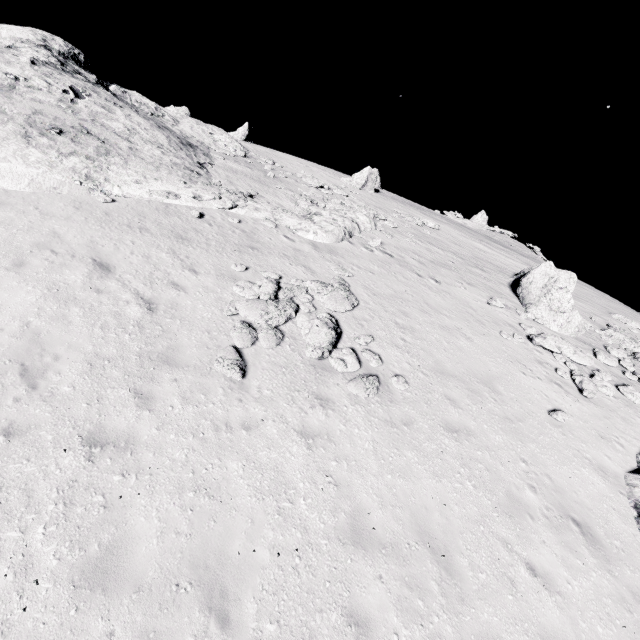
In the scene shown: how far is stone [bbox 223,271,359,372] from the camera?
9.3 meters

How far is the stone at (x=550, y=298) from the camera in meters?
15.7

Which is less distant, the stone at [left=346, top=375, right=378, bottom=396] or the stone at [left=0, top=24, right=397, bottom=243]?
the stone at [left=346, top=375, right=378, bottom=396]

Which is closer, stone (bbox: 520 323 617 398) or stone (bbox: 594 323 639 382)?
stone (bbox: 520 323 617 398)

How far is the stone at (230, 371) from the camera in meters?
8.0

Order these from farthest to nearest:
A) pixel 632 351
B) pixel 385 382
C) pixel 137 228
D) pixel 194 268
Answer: pixel 632 351
pixel 137 228
pixel 194 268
pixel 385 382

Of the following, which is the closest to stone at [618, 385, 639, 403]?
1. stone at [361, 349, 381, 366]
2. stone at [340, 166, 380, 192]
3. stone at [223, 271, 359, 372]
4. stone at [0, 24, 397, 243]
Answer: stone at [361, 349, 381, 366]

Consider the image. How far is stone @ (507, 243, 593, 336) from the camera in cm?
1574
